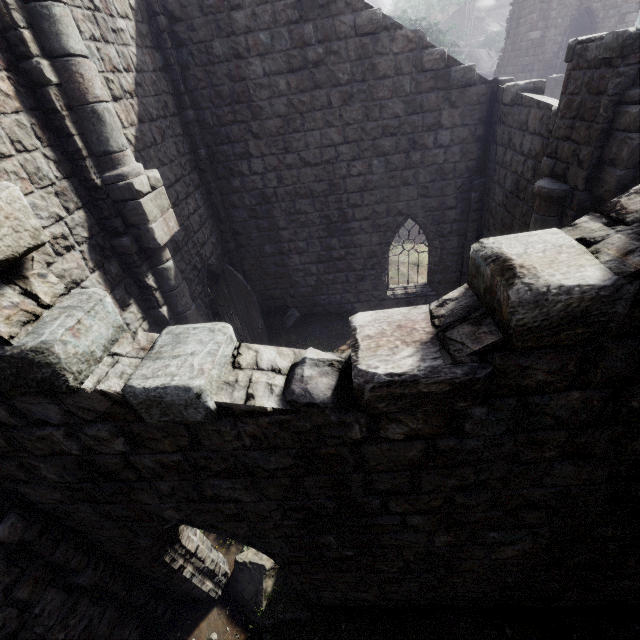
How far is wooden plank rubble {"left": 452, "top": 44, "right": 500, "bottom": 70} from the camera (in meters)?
43.28

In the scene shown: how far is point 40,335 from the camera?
2.4 meters

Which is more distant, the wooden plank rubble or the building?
the wooden plank rubble

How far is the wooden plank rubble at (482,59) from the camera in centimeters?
4328cm

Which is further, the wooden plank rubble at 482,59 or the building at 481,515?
the wooden plank rubble at 482,59
